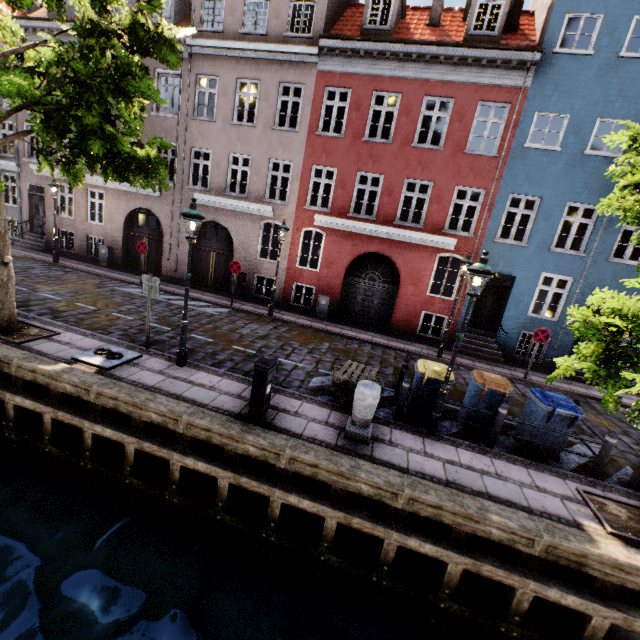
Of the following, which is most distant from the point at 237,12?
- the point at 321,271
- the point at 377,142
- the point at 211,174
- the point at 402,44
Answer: the point at 321,271

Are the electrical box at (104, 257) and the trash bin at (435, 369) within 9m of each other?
no

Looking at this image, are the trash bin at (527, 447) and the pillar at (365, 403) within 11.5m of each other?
yes

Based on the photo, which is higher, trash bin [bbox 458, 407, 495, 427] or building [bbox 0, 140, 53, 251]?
building [bbox 0, 140, 53, 251]

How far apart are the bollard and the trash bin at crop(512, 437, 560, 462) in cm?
44

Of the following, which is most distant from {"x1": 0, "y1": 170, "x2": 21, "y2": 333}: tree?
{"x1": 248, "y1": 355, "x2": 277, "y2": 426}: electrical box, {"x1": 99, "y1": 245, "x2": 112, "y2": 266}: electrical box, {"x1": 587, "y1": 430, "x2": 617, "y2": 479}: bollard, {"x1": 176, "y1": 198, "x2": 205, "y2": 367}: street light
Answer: {"x1": 99, "y1": 245, "x2": 112, "y2": 266}: electrical box

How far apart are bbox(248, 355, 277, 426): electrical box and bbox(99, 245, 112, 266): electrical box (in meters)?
15.31

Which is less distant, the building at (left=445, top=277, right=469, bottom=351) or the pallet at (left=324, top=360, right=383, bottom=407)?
the pallet at (left=324, top=360, right=383, bottom=407)
